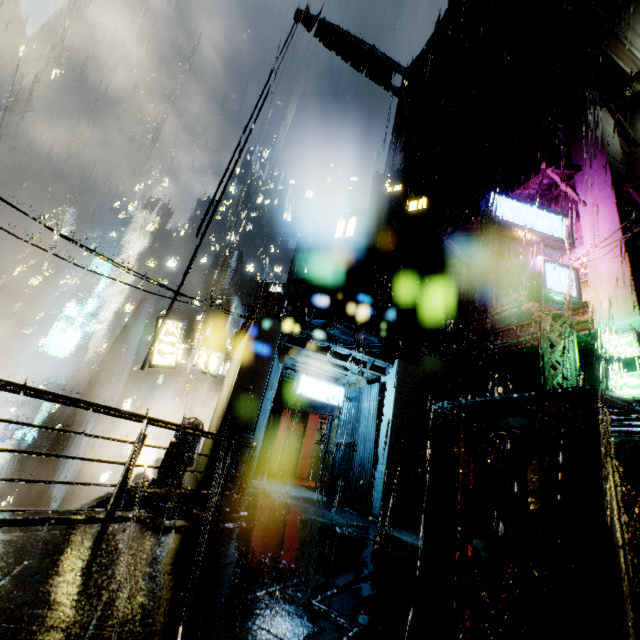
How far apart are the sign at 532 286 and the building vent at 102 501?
14.6 meters

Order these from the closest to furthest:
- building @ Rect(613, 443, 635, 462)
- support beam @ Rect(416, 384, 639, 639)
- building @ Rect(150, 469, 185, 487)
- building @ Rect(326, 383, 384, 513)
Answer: support beam @ Rect(416, 384, 639, 639) < building @ Rect(150, 469, 185, 487) < building @ Rect(613, 443, 635, 462) < building @ Rect(326, 383, 384, 513)

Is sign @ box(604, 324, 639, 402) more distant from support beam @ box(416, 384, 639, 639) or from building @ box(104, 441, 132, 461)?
support beam @ box(416, 384, 639, 639)

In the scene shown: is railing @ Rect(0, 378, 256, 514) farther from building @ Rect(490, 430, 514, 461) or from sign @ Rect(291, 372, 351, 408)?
sign @ Rect(291, 372, 351, 408)

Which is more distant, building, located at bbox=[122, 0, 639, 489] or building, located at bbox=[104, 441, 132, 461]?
building, located at bbox=[104, 441, 132, 461]

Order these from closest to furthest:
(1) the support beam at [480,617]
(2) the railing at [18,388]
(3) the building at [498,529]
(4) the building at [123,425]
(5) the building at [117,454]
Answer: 1. (1) the support beam at [480,617]
2. (2) the railing at [18,388]
3. (3) the building at [498,529]
4. (5) the building at [117,454]
5. (4) the building at [123,425]

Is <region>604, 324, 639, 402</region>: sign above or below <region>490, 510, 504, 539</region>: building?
above

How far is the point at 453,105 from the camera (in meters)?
23.53
